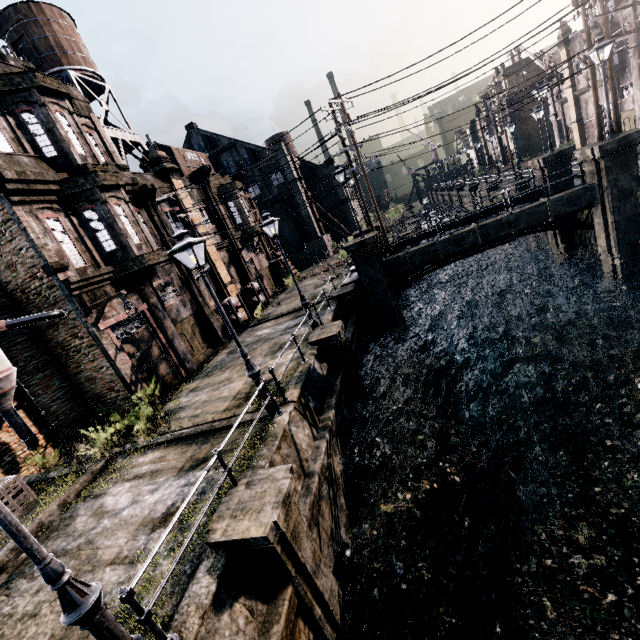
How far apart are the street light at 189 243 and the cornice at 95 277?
8.49m

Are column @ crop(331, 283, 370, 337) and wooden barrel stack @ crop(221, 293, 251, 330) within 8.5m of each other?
yes

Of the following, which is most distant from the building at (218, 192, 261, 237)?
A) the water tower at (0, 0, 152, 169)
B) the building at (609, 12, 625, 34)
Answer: the building at (609, 12, 625, 34)

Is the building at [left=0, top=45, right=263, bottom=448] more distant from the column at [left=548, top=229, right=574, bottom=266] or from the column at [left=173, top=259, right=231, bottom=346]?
the column at [left=548, top=229, right=574, bottom=266]

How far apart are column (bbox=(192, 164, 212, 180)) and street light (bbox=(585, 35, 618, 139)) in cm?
2345

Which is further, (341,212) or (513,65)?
(341,212)

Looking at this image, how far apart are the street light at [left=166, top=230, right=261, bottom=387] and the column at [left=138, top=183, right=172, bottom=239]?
12.31m

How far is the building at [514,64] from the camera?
48.9m
